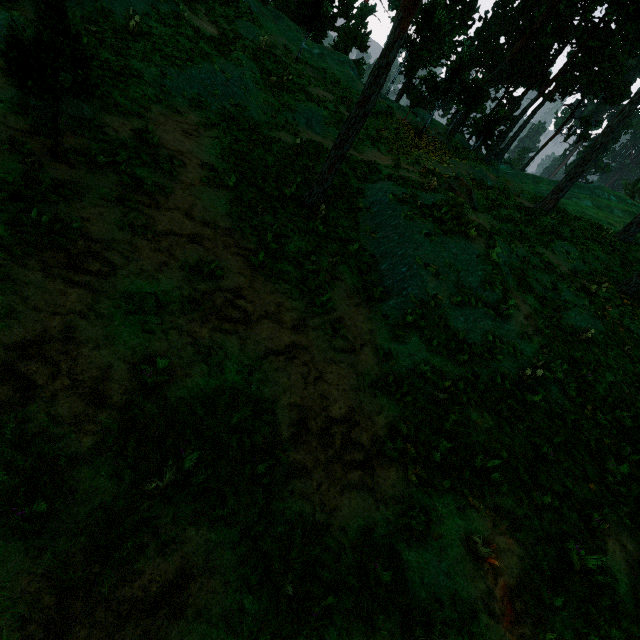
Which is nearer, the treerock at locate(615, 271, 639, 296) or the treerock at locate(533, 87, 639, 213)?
the treerock at locate(615, 271, 639, 296)

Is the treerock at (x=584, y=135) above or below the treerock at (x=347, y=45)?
above

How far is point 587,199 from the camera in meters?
36.5

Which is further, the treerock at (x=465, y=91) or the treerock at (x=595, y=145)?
the treerock at (x=595, y=145)

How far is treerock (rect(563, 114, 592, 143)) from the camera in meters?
52.5 m
